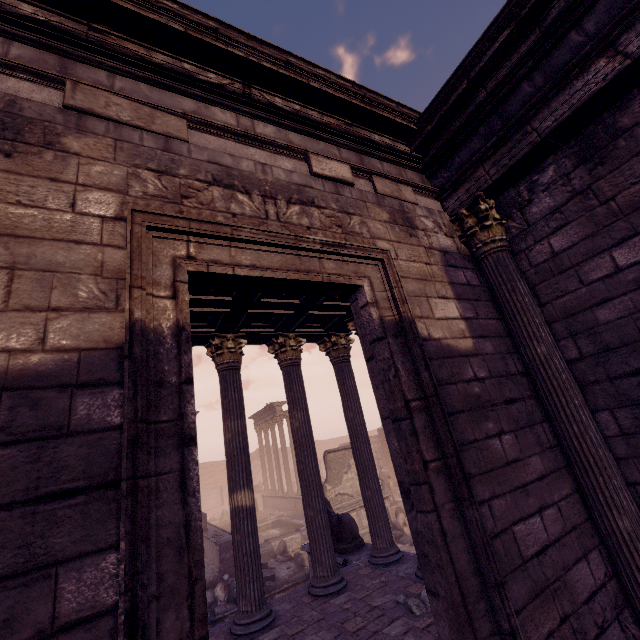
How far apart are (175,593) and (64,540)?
0.6 meters

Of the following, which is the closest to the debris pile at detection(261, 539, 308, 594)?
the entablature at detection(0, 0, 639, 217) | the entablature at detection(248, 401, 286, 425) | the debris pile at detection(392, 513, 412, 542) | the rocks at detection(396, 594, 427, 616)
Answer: the debris pile at detection(392, 513, 412, 542)

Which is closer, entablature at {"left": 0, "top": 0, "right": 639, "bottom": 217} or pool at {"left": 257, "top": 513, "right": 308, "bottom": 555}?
entablature at {"left": 0, "top": 0, "right": 639, "bottom": 217}

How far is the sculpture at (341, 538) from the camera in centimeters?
758cm

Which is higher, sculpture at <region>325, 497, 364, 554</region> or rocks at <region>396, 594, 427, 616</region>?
sculpture at <region>325, 497, 364, 554</region>

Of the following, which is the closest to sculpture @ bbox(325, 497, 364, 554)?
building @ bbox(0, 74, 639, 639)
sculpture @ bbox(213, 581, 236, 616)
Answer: building @ bbox(0, 74, 639, 639)

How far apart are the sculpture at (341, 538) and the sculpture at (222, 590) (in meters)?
3.79

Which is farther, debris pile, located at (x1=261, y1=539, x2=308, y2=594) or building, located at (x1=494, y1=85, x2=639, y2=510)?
debris pile, located at (x1=261, y1=539, x2=308, y2=594)
